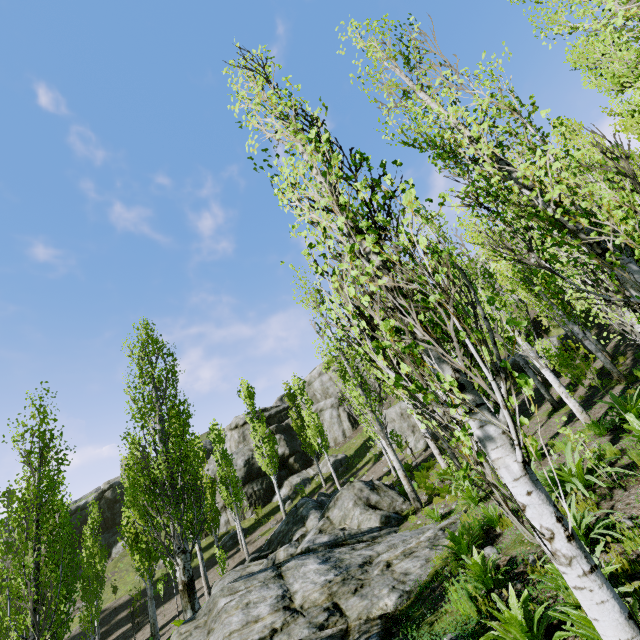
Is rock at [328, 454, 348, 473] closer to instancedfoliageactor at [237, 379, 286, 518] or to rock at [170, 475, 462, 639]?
instancedfoliageactor at [237, 379, 286, 518]

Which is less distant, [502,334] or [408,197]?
[408,197]

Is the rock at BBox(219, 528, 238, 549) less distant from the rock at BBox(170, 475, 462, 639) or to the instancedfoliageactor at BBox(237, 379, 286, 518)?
the instancedfoliageactor at BBox(237, 379, 286, 518)

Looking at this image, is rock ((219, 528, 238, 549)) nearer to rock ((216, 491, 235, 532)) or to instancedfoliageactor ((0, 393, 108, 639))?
rock ((216, 491, 235, 532))

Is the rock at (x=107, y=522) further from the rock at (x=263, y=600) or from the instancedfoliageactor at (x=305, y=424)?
the rock at (x=263, y=600)

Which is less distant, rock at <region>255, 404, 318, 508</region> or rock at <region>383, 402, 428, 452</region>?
rock at <region>383, 402, 428, 452</region>

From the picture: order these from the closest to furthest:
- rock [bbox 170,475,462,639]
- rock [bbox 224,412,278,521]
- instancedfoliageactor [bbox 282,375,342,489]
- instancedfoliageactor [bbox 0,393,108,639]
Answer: rock [bbox 170,475,462,639], instancedfoliageactor [bbox 0,393,108,639], instancedfoliageactor [bbox 282,375,342,489], rock [bbox 224,412,278,521]

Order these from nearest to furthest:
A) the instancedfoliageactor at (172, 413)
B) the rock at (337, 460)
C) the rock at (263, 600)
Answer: the rock at (263, 600) < the instancedfoliageactor at (172, 413) < the rock at (337, 460)
